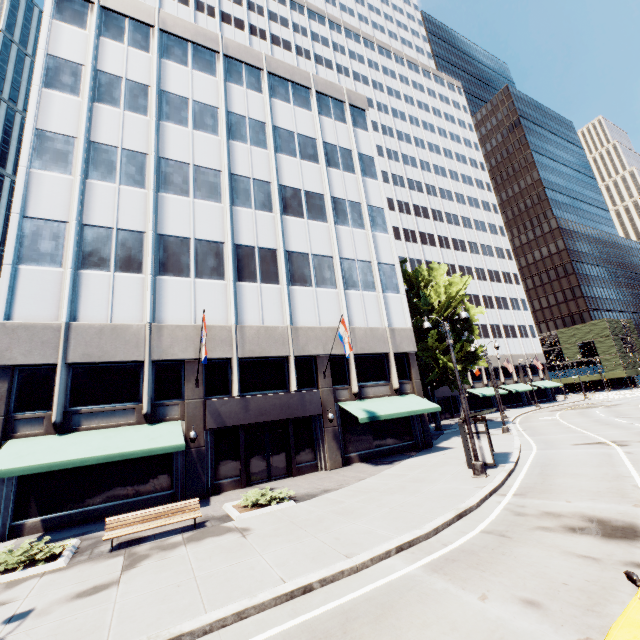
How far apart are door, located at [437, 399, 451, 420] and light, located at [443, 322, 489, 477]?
34.0m

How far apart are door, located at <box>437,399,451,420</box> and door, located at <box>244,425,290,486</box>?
33.3 meters

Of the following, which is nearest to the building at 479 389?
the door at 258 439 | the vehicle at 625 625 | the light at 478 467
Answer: the door at 258 439

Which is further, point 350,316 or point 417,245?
point 417,245

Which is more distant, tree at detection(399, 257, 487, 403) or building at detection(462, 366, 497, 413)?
building at detection(462, 366, 497, 413)

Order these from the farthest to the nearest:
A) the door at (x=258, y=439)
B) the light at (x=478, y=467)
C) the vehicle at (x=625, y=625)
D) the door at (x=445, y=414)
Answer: the door at (x=445, y=414) → the door at (x=258, y=439) → the light at (x=478, y=467) → the vehicle at (x=625, y=625)

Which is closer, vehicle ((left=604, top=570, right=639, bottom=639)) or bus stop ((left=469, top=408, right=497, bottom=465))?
vehicle ((left=604, top=570, right=639, bottom=639))

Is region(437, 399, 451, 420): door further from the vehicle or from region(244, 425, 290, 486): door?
the vehicle
